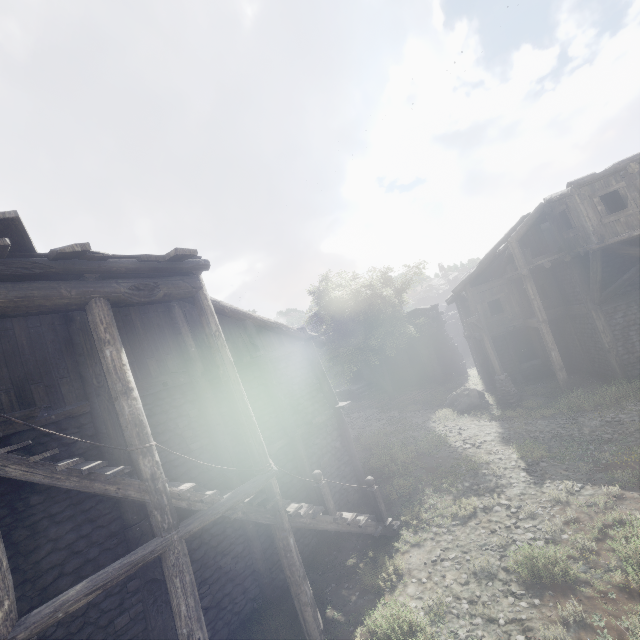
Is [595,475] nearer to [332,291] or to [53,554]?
[53,554]

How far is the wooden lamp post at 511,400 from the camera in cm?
1702

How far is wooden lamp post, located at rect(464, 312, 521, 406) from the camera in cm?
1702

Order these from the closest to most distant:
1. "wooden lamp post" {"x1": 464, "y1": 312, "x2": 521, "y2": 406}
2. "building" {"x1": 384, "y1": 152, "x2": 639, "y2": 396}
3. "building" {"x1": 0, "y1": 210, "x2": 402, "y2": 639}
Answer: "building" {"x1": 0, "y1": 210, "x2": 402, "y2": 639} < "building" {"x1": 384, "y1": 152, "x2": 639, "y2": 396} < "wooden lamp post" {"x1": 464, "y1": 312, "x2": 521, "y2": 406}

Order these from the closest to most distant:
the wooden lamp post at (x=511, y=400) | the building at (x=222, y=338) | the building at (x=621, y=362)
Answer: the building at (x=222, y=338), the building at (x=621, y=362), the wooden lamp post at (x=511, y=400)

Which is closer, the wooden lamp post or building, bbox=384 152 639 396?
building, bbox=384 152 639 396

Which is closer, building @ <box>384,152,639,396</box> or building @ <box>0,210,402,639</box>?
building @ <box>0,210,402,639</box>
